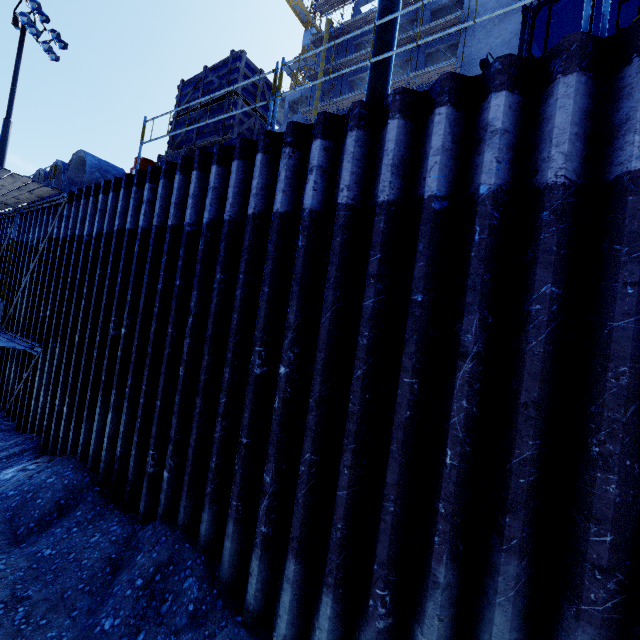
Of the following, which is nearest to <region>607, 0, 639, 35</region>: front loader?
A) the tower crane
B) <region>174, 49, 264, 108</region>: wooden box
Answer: <region>174, 49, 264, 108</region>: wooden box

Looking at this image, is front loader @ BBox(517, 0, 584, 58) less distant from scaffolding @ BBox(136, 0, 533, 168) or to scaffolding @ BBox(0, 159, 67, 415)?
scaffolding @ BBox(0, 159, 67, 415)

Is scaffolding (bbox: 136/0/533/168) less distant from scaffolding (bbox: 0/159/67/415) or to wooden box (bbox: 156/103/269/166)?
scaffolding (bbox: 0/159/67/415)

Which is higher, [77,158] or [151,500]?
[77,158]

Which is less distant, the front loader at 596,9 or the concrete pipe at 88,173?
the front loader at 596,9

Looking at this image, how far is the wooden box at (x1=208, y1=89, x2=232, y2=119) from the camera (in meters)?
6.55

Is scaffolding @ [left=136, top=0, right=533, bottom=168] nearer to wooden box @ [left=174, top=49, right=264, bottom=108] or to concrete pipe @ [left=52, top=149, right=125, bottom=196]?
concrete pipe @ [left=52, top=149, right=125, bottom=196]

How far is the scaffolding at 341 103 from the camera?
30.97m
